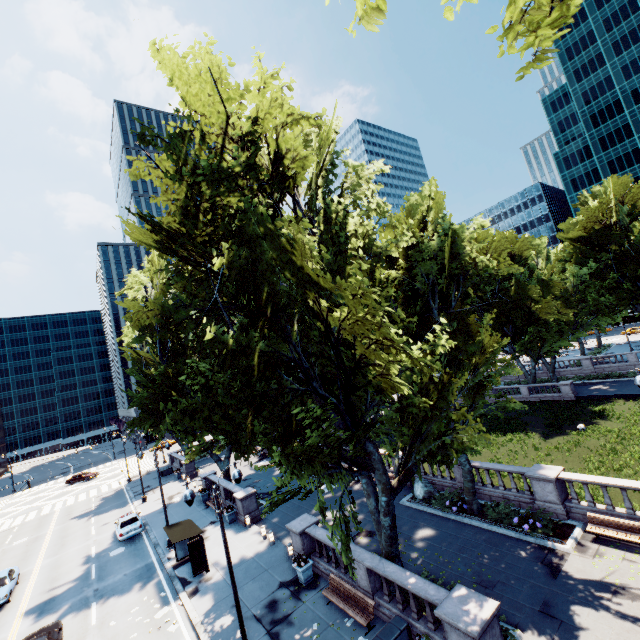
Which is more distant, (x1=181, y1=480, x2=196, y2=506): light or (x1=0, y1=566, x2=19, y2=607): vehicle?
(x1=0, y1=566, x2=19, y2=607): vehicle

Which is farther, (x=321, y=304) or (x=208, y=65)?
(x=208, y=65)

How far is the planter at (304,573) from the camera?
Result: 16.0 meters

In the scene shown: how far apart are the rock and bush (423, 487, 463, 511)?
0.0m

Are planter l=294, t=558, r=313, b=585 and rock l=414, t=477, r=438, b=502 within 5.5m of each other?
no

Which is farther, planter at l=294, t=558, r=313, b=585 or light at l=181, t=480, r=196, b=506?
planter at l=294, t=558, r=313, b=585

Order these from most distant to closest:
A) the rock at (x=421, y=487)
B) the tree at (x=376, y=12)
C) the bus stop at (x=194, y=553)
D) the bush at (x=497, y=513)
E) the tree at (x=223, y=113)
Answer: the rock at (x=421, y=487) → the bus stop at (x=194, y=553) → the bush at (x=497, y=513) → the tree at (x=223, y=113) → the tree at (x=376, y=12)

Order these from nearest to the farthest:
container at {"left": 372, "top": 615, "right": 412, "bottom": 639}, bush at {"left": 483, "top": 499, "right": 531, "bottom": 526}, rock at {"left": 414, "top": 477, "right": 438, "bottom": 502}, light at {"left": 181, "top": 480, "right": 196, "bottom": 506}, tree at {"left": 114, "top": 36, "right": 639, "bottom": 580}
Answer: tree at {"left": 114, "top": 36, "right": 639, "bottom": 580} < container at {"left": 372, "top": 615, "right": 412, "bottom": 639} < light at {"left": 181, "top": 480, "right": 196, "bottom": 506} < bush at {"left": 483, "top": 499, "right": 531, "bottom": 526} < rock at {"left": 414, "top": 477, "right": 438, "bottom": 502}
